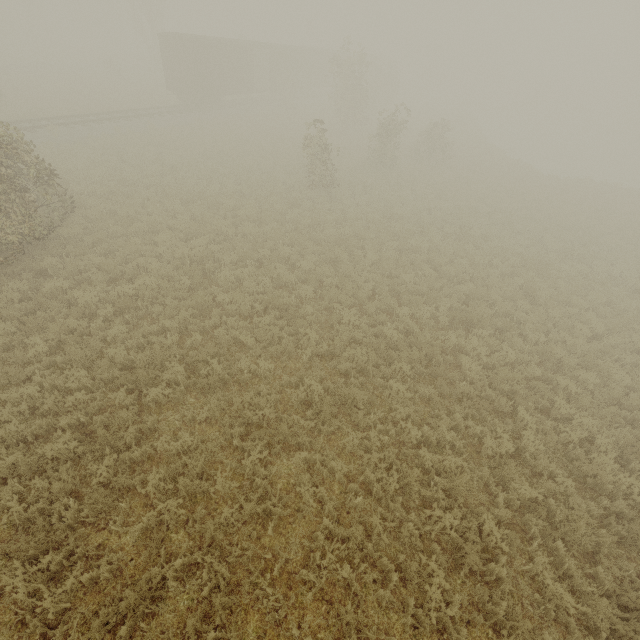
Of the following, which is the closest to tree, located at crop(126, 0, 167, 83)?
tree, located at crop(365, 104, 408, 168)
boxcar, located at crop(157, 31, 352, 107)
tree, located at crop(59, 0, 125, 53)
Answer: tree, located at crop(365, 104, 408, 168)

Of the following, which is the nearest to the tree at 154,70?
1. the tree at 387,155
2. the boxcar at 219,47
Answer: the tree at 387,155

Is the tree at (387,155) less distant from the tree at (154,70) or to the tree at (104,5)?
the tree at (154,70)

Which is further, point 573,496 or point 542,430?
point 542,430

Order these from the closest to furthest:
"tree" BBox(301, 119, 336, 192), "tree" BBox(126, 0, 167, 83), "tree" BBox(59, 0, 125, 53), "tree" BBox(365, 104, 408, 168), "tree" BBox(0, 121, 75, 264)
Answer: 1. "tree" BBox(0, 121, 75, 264)
2. "tree" BBox(301, 119, 336, 192)
3. "tree" BBox(365, 104, 408, 168)
4. "tree" BBox(126, 0, 167, 83)
5. "tree" BBox(59, 0, 125, 53)

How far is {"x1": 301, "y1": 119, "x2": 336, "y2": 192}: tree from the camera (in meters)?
16.09

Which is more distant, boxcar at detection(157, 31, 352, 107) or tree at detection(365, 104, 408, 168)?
boxcar at detection(157, 31, 352, 107)

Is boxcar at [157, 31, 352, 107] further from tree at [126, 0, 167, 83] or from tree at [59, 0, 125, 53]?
tree at [59, 0, 125, 53]
